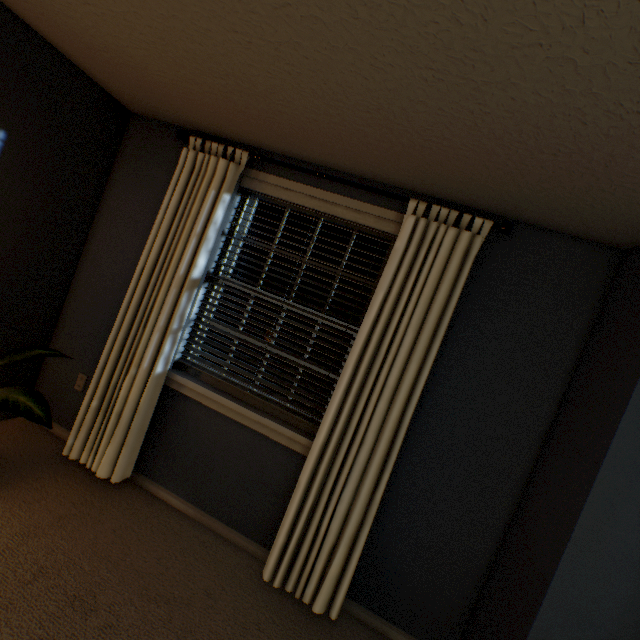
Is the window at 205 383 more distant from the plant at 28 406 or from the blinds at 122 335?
the plant at 28 406

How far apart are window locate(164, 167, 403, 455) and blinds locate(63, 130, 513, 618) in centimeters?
0cm

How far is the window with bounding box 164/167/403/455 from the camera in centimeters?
202cm

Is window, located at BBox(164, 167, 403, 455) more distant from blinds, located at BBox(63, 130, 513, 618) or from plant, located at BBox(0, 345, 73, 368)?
plant, located at BBox(0, 345, 73, 368)

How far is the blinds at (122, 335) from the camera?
1.7 meters

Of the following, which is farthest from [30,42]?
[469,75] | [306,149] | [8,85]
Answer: [469,75]

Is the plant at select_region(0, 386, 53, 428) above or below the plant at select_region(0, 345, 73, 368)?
below

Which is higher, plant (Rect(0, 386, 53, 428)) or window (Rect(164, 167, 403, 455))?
window (Rect(164, 167, 403, 455))
